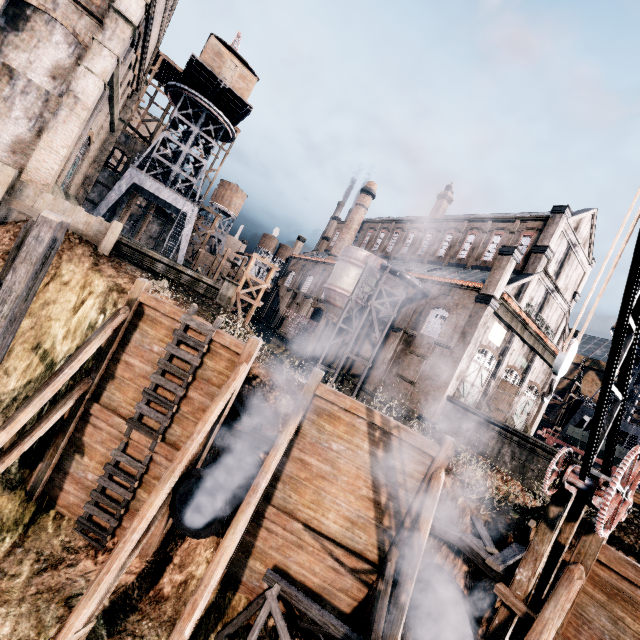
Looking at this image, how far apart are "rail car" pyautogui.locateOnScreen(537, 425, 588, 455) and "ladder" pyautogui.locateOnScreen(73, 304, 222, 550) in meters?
34.9

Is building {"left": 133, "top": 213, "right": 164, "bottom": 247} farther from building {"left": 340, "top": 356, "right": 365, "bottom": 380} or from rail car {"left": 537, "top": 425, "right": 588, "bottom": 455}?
rail car {"left": 537, "top": 425, "right": 588, "bottom": 455}

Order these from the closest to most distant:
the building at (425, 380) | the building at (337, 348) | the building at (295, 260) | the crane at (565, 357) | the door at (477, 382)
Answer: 1. the crane at (565, 357)
2. the building at (425, 380)
3. the door at (477, 382)
4. the building at (337, 348)
5. the building at (295, 260)

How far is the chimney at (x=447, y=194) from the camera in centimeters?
4244cm

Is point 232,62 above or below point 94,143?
above

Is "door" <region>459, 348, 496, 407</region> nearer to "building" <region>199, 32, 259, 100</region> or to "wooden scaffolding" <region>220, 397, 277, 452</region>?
"wooden scaffolding" <region>220, 397, 277, 452</region>

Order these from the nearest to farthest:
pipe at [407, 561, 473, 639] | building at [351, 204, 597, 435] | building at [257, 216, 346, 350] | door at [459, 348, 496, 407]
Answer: pipe at [407, 561, 473, 639]
building at [351, 204, 597, 435]
door at [459, 348, 496, 407]
building at [257, 216, 346, 350]

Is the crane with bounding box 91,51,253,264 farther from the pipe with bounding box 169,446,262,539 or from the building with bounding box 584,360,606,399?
the pipe with bounding box 169,446,262,539
